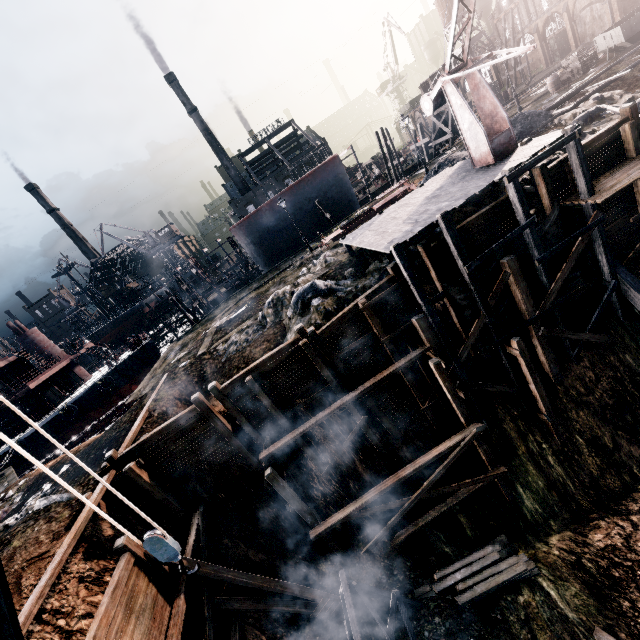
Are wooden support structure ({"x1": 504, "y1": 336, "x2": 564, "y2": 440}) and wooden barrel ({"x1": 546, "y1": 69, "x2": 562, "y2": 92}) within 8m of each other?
no

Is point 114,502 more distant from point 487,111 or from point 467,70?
point 487,111

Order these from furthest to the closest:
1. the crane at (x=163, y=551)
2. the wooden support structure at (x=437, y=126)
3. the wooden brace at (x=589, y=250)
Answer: the wooden support structure at (x=437, y=126) < the wooden brace at (x=589, y=250) < the crane at (x=163, y=551)

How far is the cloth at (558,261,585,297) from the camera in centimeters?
1502cm

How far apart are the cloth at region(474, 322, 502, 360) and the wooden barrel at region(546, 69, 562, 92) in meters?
29.5

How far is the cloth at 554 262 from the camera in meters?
14.6 m

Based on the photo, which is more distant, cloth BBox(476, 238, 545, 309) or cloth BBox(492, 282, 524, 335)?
cloth BBox(492, 282, 524, 335)

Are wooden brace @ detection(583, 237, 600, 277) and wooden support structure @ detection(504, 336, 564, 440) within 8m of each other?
yes
